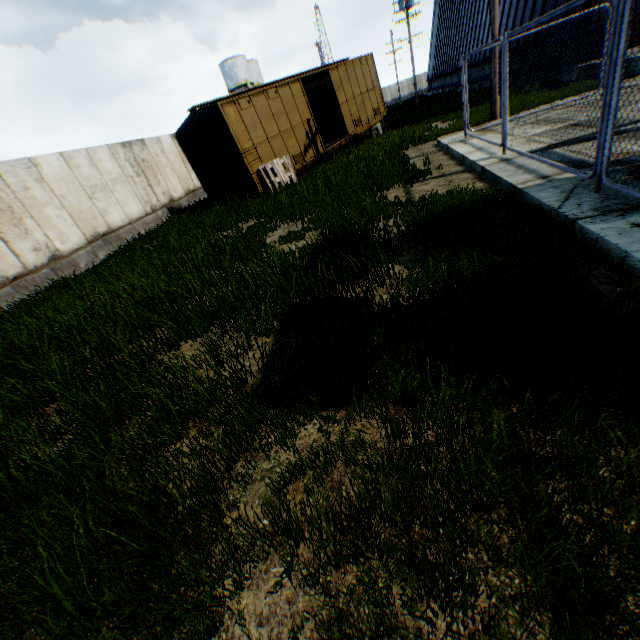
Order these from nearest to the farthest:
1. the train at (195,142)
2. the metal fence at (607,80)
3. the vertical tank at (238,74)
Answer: the metal fence at (607,80) < the train at (195,142) < the vertical tank at (238,74)

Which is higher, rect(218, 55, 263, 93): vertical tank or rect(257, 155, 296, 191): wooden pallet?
rect(218, 55, 263, 93): vertical tank

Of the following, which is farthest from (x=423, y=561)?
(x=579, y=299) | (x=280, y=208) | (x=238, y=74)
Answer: (x=238, y=74)

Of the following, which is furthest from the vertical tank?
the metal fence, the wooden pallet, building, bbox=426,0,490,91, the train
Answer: the metal fence

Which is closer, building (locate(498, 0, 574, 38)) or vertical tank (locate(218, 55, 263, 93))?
building (locate(498, 0, 574, 38))

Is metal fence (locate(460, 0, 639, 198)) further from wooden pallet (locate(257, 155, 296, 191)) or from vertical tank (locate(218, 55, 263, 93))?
vertical tank (locate(218, 55, 263, 93))

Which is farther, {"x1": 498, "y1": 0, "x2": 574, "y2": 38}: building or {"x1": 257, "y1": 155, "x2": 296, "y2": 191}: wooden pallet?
{"x1": 498, "y1": 0, "x2": 574, "y2": 38}: building

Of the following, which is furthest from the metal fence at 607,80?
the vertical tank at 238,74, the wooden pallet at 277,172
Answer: the vertical tank at 238,74
